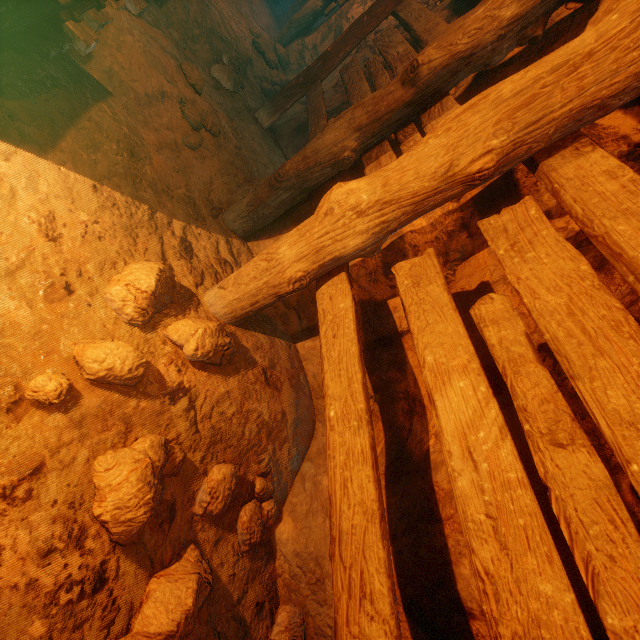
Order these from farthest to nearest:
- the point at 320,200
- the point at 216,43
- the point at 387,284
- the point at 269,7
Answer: the point at 269,7, the point at 216,43, the point at 320,200, the point at 387,284

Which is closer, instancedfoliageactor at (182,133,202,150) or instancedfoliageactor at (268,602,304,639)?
instancedfoliageactor at (268,602,304,639)

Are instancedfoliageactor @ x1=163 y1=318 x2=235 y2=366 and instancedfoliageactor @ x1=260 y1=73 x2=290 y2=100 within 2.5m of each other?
no

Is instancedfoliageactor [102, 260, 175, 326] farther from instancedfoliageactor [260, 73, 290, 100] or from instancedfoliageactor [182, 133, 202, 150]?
instancedfoliageactor [260, 73, 290, 100]

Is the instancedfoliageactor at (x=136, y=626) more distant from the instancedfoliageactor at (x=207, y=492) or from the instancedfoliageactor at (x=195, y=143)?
the instancedfoliageactor at (x=195, y=143)

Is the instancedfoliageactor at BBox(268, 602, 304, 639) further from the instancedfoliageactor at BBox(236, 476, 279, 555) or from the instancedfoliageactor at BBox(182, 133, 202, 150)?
the instancedfoliageactor at BBox(182, 133, 202, 150)

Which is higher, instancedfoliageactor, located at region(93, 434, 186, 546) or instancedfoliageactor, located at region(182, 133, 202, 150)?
instancedfoliageactor, located at region(182, 133, 202, 150)

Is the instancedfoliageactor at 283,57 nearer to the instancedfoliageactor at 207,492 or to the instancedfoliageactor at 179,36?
the instancedfoliageactor at 179,36
